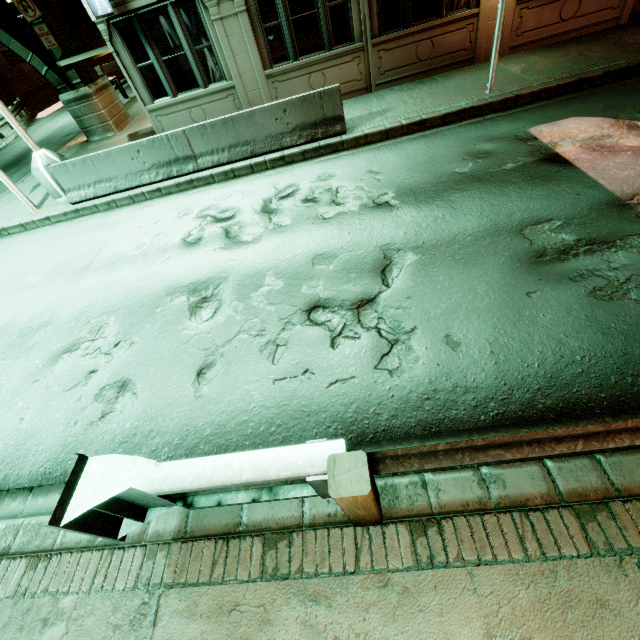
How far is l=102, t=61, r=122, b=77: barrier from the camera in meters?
32.0 m

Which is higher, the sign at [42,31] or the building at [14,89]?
the sign at [42,31]

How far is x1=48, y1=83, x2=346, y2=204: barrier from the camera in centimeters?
788cm

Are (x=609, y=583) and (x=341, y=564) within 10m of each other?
yes

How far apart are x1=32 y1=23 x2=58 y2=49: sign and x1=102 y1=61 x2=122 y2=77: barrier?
26.4 meters

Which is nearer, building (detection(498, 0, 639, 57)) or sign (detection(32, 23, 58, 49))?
building (detection(498, 0, 639, 57))

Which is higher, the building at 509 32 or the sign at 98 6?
the sign at 98 6

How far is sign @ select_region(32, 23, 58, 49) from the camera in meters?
11.6 m
